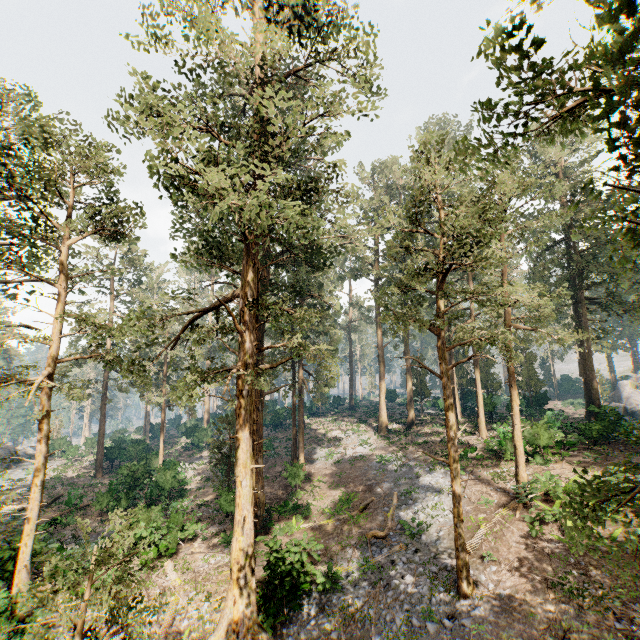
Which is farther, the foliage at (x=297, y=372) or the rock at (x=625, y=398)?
the rock at (x=625, y=398)

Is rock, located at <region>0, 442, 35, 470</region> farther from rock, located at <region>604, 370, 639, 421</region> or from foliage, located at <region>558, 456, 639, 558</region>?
rock, located at <region>604, 370, 639, 421</region>

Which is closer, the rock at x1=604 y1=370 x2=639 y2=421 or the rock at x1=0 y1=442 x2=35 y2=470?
the rock at x1=604 y1=370 x2=639 y2=421

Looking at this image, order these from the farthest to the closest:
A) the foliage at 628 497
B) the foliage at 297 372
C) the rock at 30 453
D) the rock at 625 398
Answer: the rock at 30 453, the rock at 625 398, the foliage at 297 372, the foliage at 628 497

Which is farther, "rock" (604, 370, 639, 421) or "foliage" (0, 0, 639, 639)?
"rock" (604, 370, 639, 421)

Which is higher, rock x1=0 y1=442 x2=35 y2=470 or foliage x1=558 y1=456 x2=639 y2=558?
foliage x1=558 y1=456 x2=639 y2=558

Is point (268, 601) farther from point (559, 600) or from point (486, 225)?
point (486, 225)
